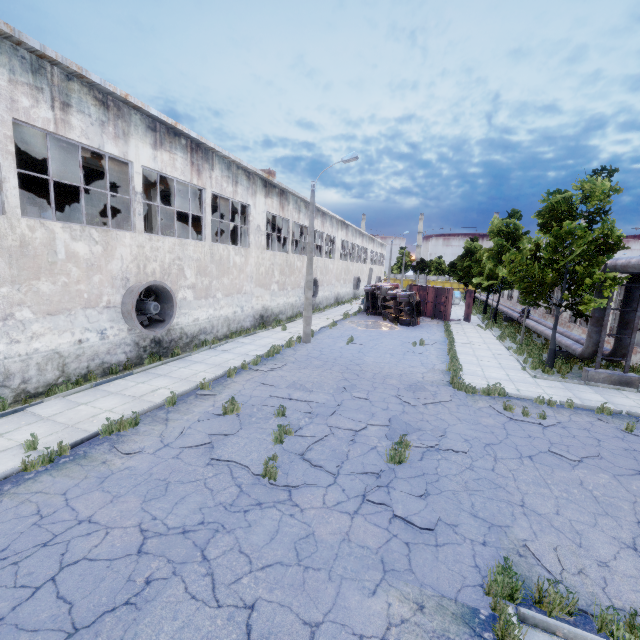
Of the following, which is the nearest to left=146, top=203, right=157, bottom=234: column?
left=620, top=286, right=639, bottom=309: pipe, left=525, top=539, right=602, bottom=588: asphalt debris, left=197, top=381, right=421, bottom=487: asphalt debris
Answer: left=197, top=381, right=421, bottom=487: asphalt debris

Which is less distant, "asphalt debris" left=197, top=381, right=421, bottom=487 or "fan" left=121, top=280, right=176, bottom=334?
"asphalt debris" left=197, top=381, right=421, bottom=487

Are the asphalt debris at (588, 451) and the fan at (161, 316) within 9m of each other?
no

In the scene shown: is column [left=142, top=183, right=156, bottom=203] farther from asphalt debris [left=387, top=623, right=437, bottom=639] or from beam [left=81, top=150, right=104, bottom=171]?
asphalt debris [left=387, top=623, right=437, bottom=639]

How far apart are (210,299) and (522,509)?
15.46m

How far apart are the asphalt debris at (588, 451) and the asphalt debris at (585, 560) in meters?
3.2 m

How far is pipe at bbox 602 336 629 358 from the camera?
13.7m

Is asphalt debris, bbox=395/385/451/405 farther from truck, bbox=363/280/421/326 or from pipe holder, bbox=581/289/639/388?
truck, bbox=363/280/421/326
